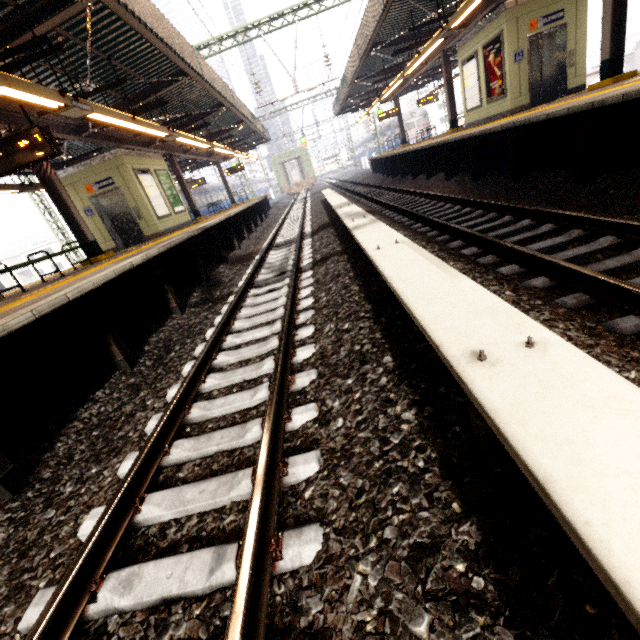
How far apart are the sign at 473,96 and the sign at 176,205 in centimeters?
1250cm

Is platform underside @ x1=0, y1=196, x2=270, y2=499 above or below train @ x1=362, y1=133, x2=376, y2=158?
below

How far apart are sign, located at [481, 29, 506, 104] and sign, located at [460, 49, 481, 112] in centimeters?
27cm

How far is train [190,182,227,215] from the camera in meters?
29.3 m

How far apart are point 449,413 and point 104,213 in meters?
13.8

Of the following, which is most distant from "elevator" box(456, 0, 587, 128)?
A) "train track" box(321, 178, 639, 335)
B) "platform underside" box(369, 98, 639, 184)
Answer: "train track" box(321, 178, 639, 335)

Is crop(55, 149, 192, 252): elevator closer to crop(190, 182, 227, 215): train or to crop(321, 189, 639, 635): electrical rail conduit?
crop(321, 189, 639, 635): electrical rail conduit

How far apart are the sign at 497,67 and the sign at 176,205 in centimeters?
1252cm
